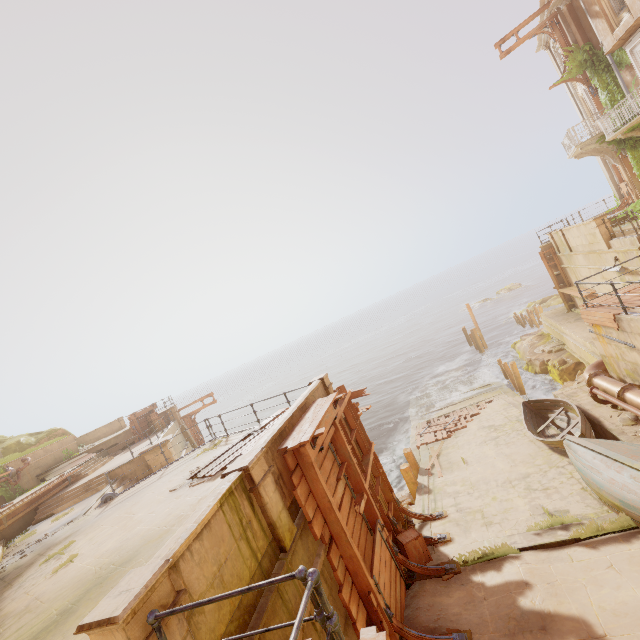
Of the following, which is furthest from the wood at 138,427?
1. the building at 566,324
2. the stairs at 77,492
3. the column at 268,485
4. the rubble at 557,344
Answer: the rubble at 557,344

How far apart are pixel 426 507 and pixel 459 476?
2.30m

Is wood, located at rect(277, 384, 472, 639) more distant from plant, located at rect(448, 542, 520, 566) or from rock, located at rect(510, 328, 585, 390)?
rock, located at rect(510, 328, 585, 390)

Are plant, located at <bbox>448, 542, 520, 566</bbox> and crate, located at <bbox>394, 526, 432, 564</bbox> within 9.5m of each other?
yes

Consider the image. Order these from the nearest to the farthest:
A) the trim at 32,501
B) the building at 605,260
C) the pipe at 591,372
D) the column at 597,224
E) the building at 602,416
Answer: the pipe at 591,372 < the building at 602,416 < the building at 605,260 < the trim at 32,501 < the column at 597,224

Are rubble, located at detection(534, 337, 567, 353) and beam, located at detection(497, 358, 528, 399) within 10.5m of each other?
yes

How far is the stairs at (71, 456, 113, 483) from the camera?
18.2 meters

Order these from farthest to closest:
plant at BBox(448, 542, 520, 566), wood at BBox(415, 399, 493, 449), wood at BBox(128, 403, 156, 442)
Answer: wood at BBox(128, 403, 156, 442) < wood at BBox(415, 399, 493, 449) < plant at BBox(448, 542, 520, 566)
